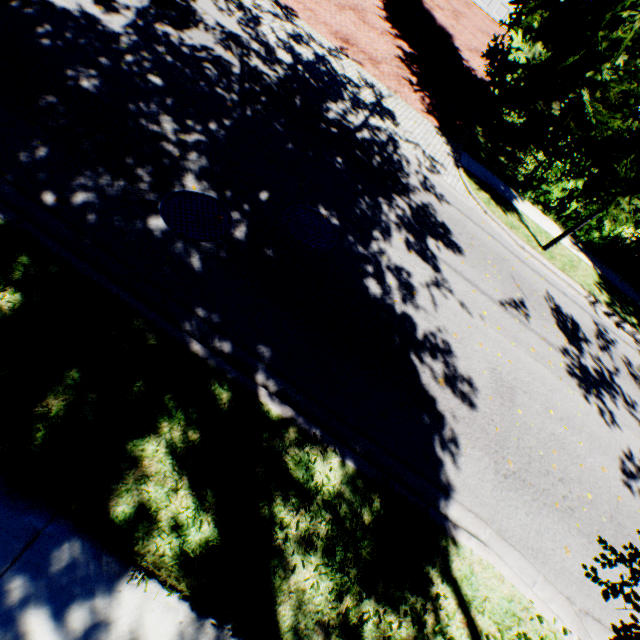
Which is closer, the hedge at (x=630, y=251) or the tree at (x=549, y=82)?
the tree at (x=549, y=82)

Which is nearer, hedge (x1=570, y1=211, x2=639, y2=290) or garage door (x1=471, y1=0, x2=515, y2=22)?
hedge (x1=570, y1=211, x2=639, y2=290)

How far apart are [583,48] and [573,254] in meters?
6.4 m

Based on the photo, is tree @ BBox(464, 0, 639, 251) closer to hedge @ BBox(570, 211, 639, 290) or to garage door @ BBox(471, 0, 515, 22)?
hedge @ BBox(570, 211, 639, 290)

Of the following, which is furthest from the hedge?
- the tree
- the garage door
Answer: the garage door

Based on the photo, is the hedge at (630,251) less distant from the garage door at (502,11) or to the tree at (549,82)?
the tree at (549,82)
